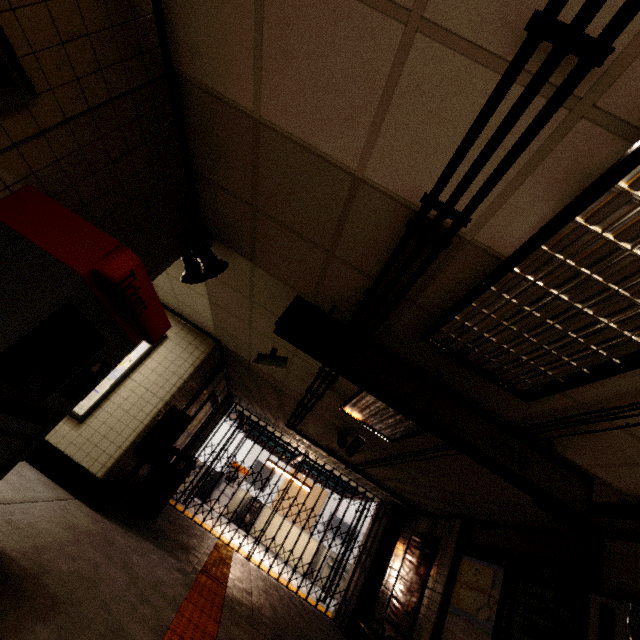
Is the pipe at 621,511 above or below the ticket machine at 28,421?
above

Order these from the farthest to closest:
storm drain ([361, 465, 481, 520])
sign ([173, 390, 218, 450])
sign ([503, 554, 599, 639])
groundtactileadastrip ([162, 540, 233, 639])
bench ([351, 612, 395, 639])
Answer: sign ([173, 390, 218, 450]) < storm drain ([361, 465, 481, 520]) < bench ([351, 612, 395, 639]) < sign ([503, 554, 599, 639]) < groundtactileadastrip ([162, 540, 233, 639])

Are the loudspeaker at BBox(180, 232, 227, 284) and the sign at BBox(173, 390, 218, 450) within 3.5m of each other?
no

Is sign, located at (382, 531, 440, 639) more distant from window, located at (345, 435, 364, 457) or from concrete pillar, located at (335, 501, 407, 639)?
window, located at (345, 435, 364, 457)

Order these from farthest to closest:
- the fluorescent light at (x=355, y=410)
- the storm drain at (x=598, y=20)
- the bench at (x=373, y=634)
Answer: the bench at (x=373, y=634) → the fluorescent light at (x=355, y=410) → the storm drain at (x=598, y=20)

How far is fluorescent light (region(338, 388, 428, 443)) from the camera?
4.2m

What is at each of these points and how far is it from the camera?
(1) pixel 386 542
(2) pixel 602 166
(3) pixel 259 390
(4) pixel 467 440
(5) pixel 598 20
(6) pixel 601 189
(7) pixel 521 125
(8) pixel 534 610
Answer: (1) concrete pillar, 8.1m
(2) storm drain, 1.3m
(3) storm drain, 7.1m
(4) sign, 2.7m
(5) storm drain, 1.1m
(6) fluorescent light, 1.3m
(7) storm drain, 1.4m
(8) sign, 4.1m

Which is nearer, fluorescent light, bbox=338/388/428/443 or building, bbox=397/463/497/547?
fluorescent light, bbox=338/388/428/443
